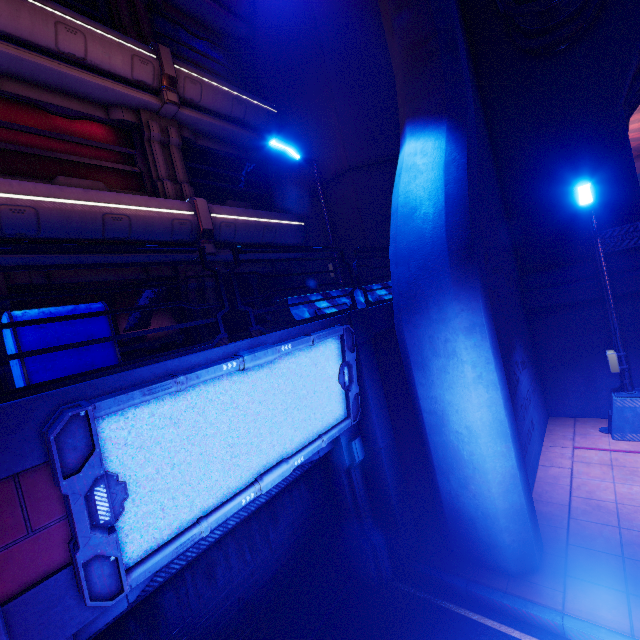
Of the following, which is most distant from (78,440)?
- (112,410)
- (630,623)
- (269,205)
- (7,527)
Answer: (269,205)

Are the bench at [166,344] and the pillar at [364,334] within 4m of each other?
no

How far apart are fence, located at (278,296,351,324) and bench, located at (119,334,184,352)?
3.8 meters

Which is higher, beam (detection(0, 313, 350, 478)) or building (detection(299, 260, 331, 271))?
building (detection(299, 260, 331, 271))

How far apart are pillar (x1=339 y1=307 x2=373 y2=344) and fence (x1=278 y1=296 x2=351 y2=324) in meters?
0.3

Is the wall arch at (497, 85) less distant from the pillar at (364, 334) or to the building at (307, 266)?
the building at (307, 266)

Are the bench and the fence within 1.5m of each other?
no

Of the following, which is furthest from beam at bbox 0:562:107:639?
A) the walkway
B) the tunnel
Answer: the tunnel
